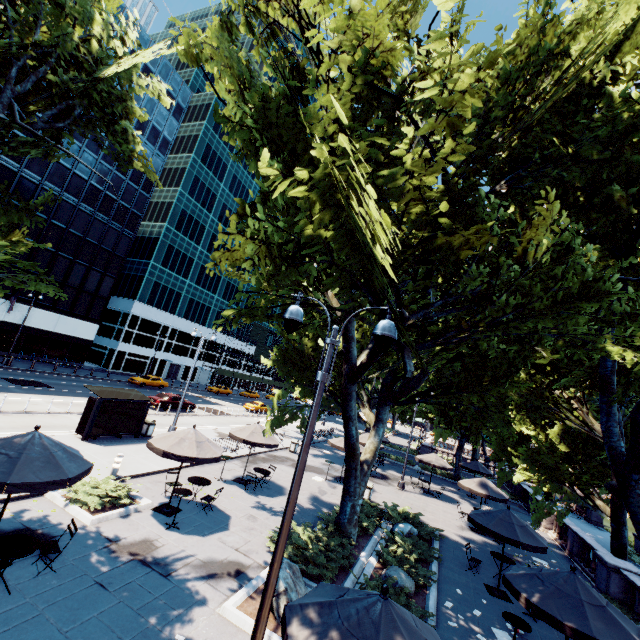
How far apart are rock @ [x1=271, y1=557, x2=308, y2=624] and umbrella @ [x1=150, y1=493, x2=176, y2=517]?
4.6 meters

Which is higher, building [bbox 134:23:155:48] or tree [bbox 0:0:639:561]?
building [bbox 134:23:155:48]

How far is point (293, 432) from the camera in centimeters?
3572cm

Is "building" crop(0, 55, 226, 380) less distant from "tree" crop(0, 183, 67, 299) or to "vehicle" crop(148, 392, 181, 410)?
"vehicle" crop(148, 392, 181, 410)

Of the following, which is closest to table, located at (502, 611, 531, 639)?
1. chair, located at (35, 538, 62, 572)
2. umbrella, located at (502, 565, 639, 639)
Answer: umbrella, located at (502, 565, 639, 639)

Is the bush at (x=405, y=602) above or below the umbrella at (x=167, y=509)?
above

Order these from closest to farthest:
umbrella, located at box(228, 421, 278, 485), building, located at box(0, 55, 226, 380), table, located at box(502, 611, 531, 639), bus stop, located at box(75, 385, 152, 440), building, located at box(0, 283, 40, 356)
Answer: table, located at box(502, 611, 531, 639)
umbrella, located at box(228, 421, 278, 485)
bus stop, located at box(75, 385, 152, 440)
building, located at box(0, 283, 40, 356)
building, located at box(0, 55, 226, 380)

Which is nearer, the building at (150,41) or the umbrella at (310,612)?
the umbrella at (310,612)
